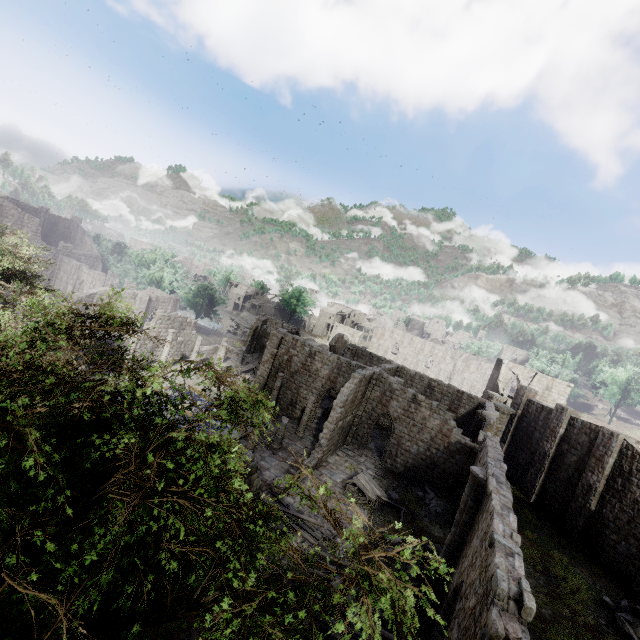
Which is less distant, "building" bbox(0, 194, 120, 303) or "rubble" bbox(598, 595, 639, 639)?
"rubble" bbox(598, 595, 639, 639)

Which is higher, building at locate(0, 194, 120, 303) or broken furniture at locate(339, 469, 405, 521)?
building at locate(0, 194, 120, 303)

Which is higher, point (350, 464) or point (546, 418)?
point (546, 418)

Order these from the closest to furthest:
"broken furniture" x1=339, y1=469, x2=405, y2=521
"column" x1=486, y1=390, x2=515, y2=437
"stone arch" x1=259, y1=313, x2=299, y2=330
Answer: "broken furniture" x1=339, y1=469, x2=405, y2=521, "column" x1=486, y1=390, x2=515, y2=437, "stone arch" x1=259, y1=313, x2=299, y2=330

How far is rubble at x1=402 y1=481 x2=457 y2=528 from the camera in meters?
20.9 m

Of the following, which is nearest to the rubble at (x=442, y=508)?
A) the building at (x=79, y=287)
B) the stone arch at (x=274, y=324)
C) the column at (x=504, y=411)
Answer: the building at (x=79, y=287)

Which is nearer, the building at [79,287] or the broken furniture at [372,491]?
the broken furniture at [372,491]

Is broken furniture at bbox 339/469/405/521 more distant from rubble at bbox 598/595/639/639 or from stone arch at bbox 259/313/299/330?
stone arch at bbox 259/313/299/330
